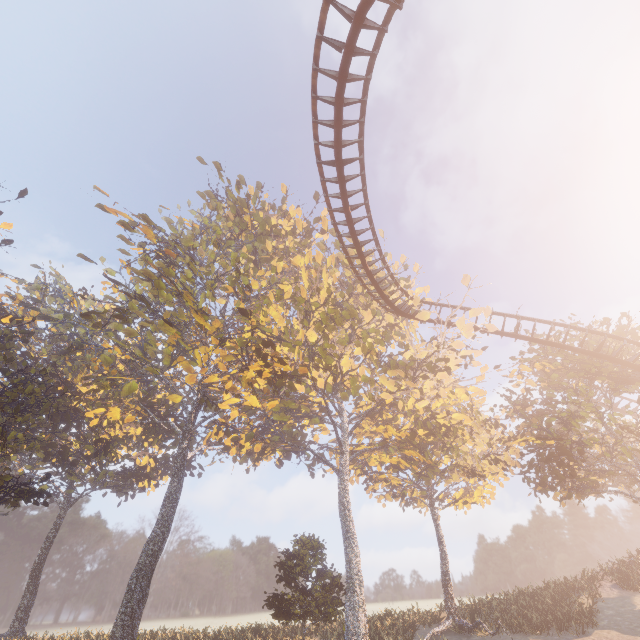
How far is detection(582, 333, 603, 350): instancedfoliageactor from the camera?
22.6m

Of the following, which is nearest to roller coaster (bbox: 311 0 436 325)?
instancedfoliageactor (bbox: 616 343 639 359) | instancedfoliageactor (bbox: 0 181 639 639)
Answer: instancedfoliageactor (bbox: 0 181 639 639)

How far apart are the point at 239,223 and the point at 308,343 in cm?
1510

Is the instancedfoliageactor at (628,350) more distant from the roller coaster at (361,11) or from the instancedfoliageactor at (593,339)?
the roller coaster at (361,11)

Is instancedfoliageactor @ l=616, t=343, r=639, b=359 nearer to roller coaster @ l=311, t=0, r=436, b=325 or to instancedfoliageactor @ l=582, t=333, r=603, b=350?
instancedfoliageactor @ l=582, t=333, r=603, b=350

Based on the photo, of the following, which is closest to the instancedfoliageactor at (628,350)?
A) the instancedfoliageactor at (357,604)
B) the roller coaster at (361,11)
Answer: the instancedfoliageactor at (357,604)

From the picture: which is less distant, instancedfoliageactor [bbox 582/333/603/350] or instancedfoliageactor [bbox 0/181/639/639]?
instancedfoliageactor [bbox 0/181/639/639]
